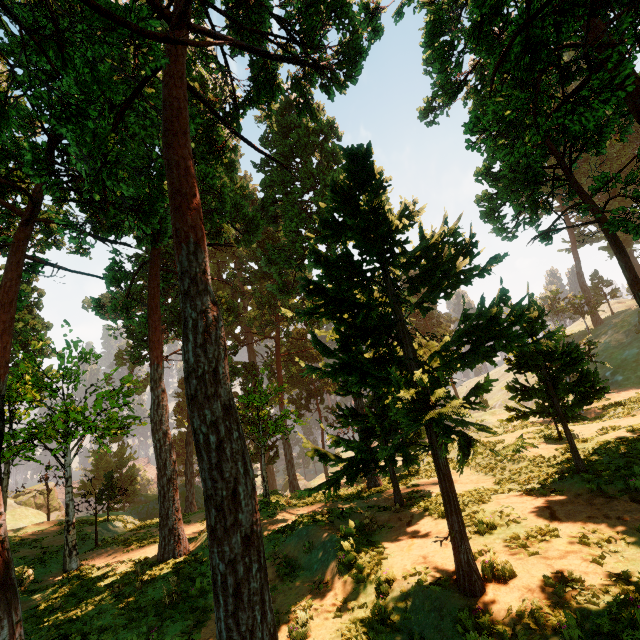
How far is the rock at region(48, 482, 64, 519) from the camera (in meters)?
56.46

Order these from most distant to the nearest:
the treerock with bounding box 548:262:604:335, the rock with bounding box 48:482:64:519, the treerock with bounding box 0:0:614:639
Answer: the rock with bounding box 48:482:64:519
the treerock with bounding box 548:262:604:335
the treerock with bounding box 0:0:614:639

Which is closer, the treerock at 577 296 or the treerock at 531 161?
the treerock at 531 161

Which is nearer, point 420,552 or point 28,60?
point 420,552

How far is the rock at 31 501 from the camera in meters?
53.5

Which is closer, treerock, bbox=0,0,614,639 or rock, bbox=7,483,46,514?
Result: treerock, bbox=0,0,614,639
